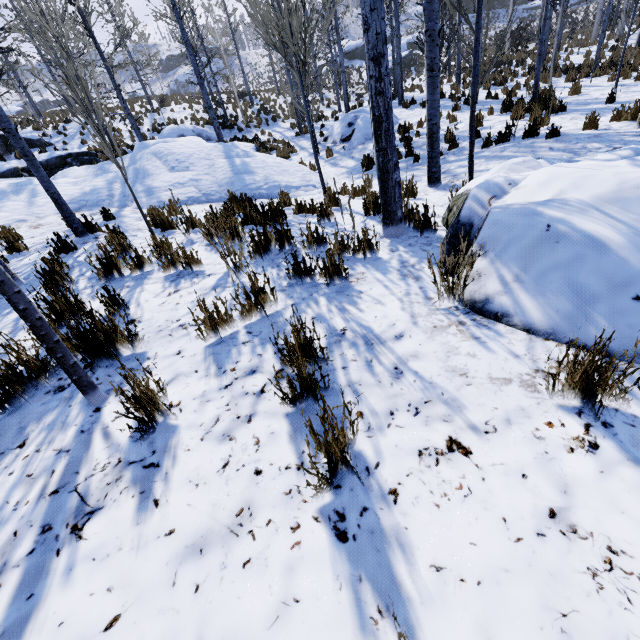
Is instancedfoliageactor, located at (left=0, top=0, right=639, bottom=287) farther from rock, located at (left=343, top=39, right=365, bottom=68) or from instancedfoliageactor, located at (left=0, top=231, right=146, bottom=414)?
rock, located at (left=343, top=39, right=365, bottom=68)

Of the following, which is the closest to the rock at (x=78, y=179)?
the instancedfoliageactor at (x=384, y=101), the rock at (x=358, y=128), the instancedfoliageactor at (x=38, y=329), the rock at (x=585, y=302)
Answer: the instancedfoliageactor at (x=384, y=101)

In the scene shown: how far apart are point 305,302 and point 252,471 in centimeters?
158cm

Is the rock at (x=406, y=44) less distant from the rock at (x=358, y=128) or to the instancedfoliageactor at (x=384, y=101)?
the instancedfoliageactor at (x=384, y=101)

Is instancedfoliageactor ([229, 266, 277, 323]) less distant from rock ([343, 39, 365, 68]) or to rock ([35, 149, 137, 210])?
rock ([35, 149, 137, 210])

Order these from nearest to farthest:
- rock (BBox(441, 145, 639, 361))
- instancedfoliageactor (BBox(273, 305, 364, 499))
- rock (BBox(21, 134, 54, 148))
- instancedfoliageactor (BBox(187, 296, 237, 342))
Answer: instancedfoliageactor (BBox(273, 305, 364, 499))
rock (BBox(441, 145, 639, 361))
instancedfoliageactor (BBox(187, 296, 237, 342))
rock (BBox(21, 134, 54, 148))

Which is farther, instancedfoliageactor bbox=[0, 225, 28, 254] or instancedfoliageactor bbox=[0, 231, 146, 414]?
instancedfoliageactor bbox=[0, 225, 28, 254]
